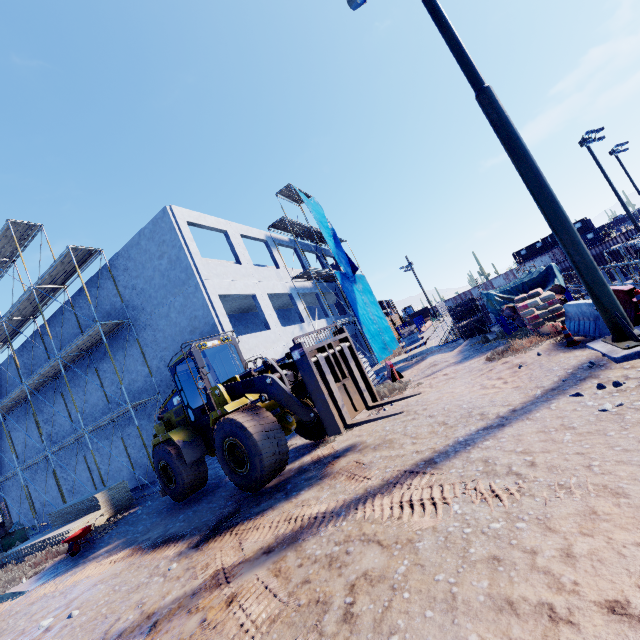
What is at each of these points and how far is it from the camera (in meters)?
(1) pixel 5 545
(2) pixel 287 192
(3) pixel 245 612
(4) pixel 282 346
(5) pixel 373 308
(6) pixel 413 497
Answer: (1) dumpster, 16.91
(2) scaffolding, 26.89
(3) tire tracks, 3.59
(4) concrete column, 17.58
(5) tarp, 29.27
(6) tire tracks, 4.28

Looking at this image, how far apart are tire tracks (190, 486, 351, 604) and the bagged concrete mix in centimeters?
893cm

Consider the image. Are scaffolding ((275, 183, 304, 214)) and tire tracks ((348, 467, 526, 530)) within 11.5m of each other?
no

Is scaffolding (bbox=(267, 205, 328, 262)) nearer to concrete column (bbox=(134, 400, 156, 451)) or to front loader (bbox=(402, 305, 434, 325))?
concrete column (bbox=(134, 400, 156, 451))

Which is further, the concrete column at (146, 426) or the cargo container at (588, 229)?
the cargo container at (588, 229)

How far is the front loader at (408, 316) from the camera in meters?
54.4 m

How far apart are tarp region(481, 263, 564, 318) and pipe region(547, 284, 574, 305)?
0.0m

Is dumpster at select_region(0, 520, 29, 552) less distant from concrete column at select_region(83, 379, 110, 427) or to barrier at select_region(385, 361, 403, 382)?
concrete column at select_region(83, 379, 110, 427)
